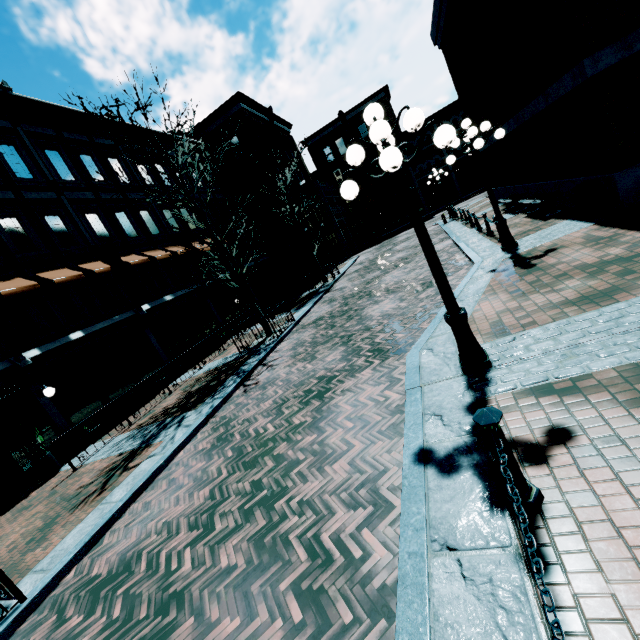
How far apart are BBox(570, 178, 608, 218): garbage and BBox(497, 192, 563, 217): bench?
1.6 meters

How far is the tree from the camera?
10.9m

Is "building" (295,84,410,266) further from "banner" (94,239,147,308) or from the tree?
the tree

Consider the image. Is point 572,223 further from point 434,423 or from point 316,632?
point 316,632

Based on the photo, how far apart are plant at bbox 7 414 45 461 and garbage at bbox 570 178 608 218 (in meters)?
16.71

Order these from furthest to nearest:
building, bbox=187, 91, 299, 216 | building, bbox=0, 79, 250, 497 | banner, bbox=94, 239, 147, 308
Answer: building, bbox=187, 91, 299, 216 → banner, bbox=94, 239, 147, 308 → building, bbox=0, 79, 250, 497

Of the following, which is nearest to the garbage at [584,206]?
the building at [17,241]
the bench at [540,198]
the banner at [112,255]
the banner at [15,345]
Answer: the bench at [540,198]

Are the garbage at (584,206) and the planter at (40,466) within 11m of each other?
no
